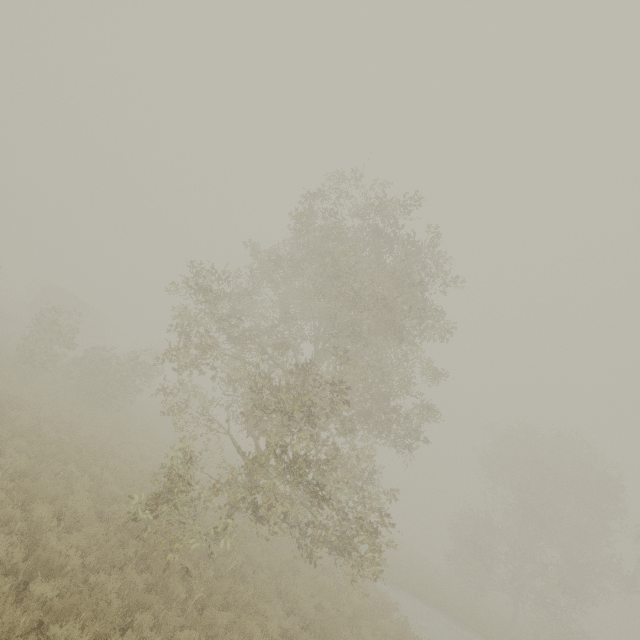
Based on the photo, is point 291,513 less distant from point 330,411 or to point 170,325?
point 330,411

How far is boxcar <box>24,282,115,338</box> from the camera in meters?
35.5 m

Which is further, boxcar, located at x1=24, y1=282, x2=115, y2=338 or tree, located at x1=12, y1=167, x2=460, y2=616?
boxcar, located at x1=24, y1=282, x2=115, y2=338

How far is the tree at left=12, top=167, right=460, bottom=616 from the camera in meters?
8.6

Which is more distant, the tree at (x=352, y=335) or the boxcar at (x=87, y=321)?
the boxcar at (x=87, y=321)

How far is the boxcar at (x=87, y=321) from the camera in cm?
3550
